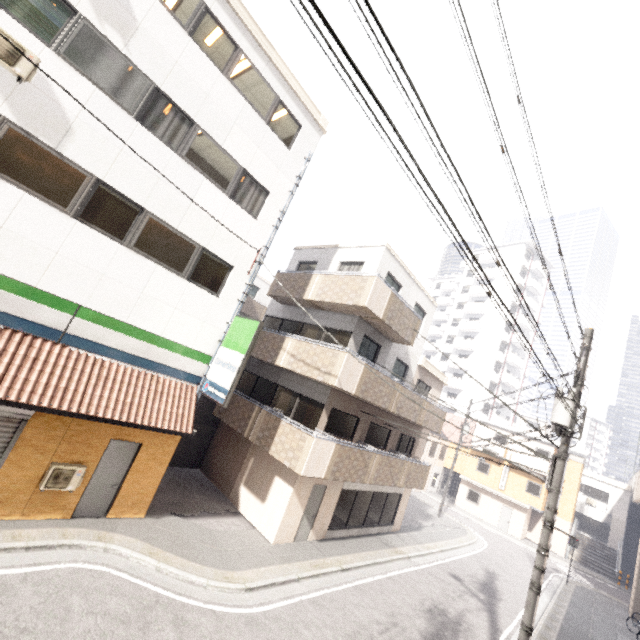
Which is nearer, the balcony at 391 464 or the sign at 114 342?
the sign at 114 342

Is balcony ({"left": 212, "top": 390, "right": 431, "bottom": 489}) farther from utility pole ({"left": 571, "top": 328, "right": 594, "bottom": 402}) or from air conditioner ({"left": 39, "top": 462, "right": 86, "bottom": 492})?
utility pole ({"left": 571, "top": 328, "right": 594, "bottom": 402})

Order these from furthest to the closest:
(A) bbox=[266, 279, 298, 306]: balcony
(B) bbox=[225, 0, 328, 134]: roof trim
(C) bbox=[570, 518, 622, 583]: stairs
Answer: (C) bbox=[570, 518, 622, 583]: stairs, (A) bbox=[266, 279, 298, 306]: balcony, (B) bbox=[225, 0, 328, 134]: roof trim

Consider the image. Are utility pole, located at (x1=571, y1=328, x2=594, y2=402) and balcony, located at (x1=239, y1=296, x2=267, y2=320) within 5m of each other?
no

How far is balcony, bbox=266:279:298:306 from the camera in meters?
14.7 m

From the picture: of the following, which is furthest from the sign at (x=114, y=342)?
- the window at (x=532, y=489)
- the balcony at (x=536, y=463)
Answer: the window at (x=532, y=489)

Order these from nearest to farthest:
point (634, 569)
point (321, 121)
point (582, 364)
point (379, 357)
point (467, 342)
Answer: point (582, 364)
point (321, 121)
point (379, 357)
point (634, 569)
point (467, 342)

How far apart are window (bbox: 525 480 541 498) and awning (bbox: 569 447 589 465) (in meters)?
4.42
